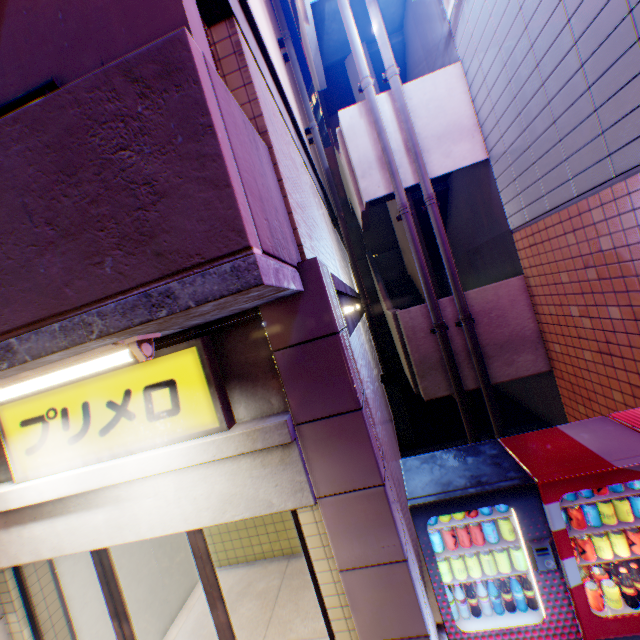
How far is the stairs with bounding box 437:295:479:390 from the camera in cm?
693

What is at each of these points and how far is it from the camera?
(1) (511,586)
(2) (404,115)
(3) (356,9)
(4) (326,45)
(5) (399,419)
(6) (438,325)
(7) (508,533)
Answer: (1) bottle, 3.0m
(2) pipe, 6.5m
(3) stairs, 8.3m
(4) stairs, 9.2m
(5) ventilation tube, 8.6m
(6) pipe, 6.6m
(7) metal can, 2.9m

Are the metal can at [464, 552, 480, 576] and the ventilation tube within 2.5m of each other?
no

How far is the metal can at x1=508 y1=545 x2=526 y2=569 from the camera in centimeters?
291cm

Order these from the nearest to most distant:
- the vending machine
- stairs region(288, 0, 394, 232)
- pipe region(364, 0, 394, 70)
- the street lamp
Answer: the street lamp → the vending machine → pipe region(364, 0, 394, 70) → stairs region(288, 0, 394, 232)

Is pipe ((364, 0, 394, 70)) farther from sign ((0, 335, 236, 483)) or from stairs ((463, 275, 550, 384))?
sign ((0, 335, 236, 483))

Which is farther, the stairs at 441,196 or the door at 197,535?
the stairs at 441,196

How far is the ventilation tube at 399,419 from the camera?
8.6m
